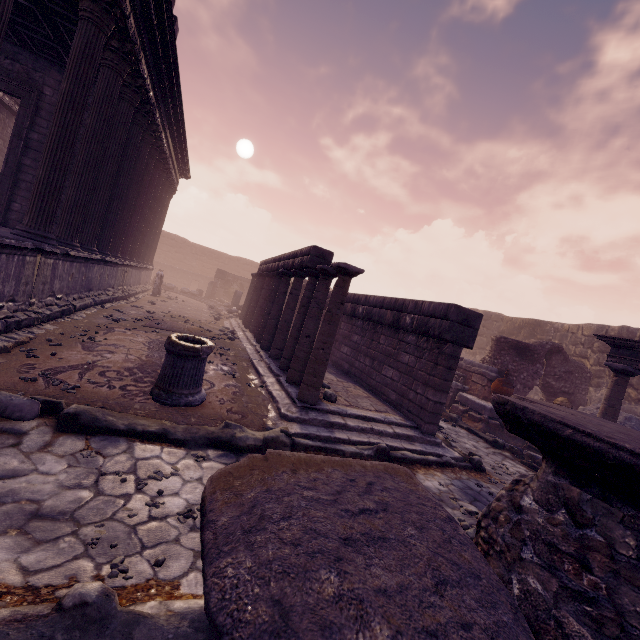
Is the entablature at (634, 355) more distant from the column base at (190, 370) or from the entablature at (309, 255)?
the column base at (190, 370)

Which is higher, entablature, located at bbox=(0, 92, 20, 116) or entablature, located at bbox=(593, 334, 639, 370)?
entablature, located at bbox=(0, 92, 20, 116)

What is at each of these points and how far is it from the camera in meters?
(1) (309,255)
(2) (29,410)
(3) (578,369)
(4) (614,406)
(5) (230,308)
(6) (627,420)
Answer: (1) entablature, 7.5 m
(2) column piece, 3.4 m
(3) wall arch, 12.4 m
(4) column, 7.8 m
(5) building debris, 21.9 m
(6) building debris, 10.7 m

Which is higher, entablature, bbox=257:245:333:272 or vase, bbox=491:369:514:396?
entablature, bbox=257:245:333:272

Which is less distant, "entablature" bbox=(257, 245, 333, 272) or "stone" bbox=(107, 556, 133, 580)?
"stone" bbox=(107, 556, 133, 580)

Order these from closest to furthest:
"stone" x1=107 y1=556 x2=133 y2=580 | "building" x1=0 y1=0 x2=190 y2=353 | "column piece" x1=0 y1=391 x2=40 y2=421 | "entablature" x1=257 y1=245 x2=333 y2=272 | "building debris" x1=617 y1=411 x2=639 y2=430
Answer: "stone" x1=107 y1=556 x2=133 y2=580 → "column piece" x1=0 y1=391 x2=40 y2=421 → "building" x1=0 y1=0 x2=190 y2=353 → "entablature" x1=257 y1=245 x2=333 y2=272 → "building debris" x1=617 y1=411 x2=639 y2=430

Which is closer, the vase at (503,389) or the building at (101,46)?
the building at (101,46)

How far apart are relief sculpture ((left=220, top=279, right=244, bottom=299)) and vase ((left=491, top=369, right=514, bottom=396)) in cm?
2101
